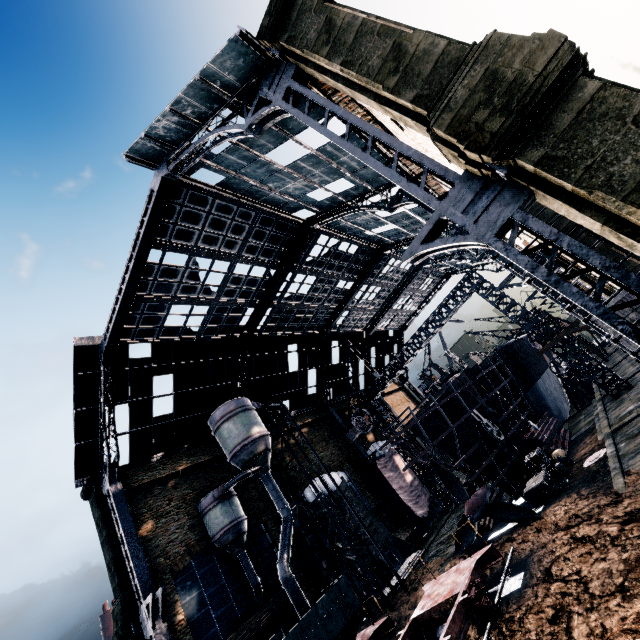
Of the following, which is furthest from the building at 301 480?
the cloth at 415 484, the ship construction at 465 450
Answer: the ship construction at 465 450

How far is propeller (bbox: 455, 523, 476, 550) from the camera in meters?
19.8 m

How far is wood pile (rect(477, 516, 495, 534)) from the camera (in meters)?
22.38

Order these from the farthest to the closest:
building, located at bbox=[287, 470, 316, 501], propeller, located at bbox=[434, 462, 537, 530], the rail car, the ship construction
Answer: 1. building, located at bbox=[287, 470, 316, 501]
2. the ship construction
3. propeller, located at bbox=[434, 462, 537, 530]
4. the rail car

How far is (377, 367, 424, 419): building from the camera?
49.0 meters

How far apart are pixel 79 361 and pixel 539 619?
27.49m

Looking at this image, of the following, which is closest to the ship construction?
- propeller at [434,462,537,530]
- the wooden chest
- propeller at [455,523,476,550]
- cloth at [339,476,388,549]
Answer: propeller at [434,462,537,530]

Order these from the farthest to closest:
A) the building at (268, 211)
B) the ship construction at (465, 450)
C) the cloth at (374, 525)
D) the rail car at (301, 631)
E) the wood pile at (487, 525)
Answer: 1. the cloth at (374, 525)
2. the ship construction at (465, 450)
3. the wood pile at (487, 525)
4. the rail car at (301, 631)
5. the building at (268, 211)
